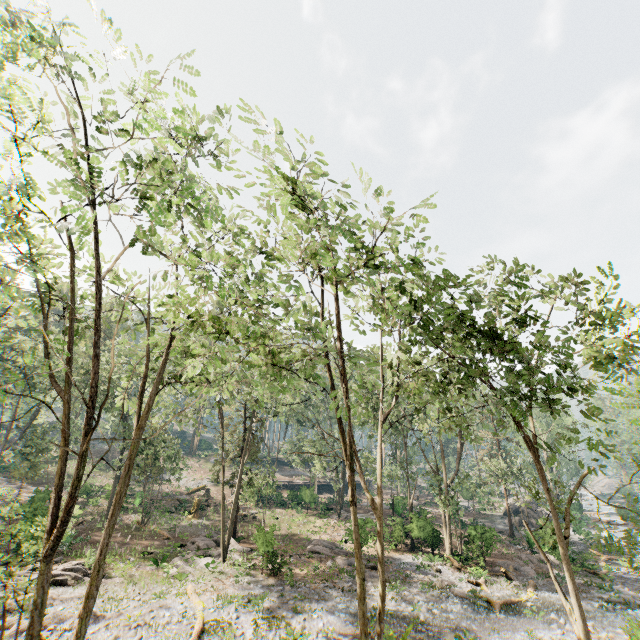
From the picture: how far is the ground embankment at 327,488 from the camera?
53.03m

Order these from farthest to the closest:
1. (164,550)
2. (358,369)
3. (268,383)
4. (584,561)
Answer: (584,561) < (164,550) < (358,369) < (268,383)

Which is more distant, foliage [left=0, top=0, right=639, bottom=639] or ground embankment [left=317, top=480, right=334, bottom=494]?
ground embankment [left=317, top=480, right=334, bottom=494]

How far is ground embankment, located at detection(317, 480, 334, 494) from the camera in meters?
53.0 m

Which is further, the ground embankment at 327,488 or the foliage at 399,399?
the ground embankment at 327,488
